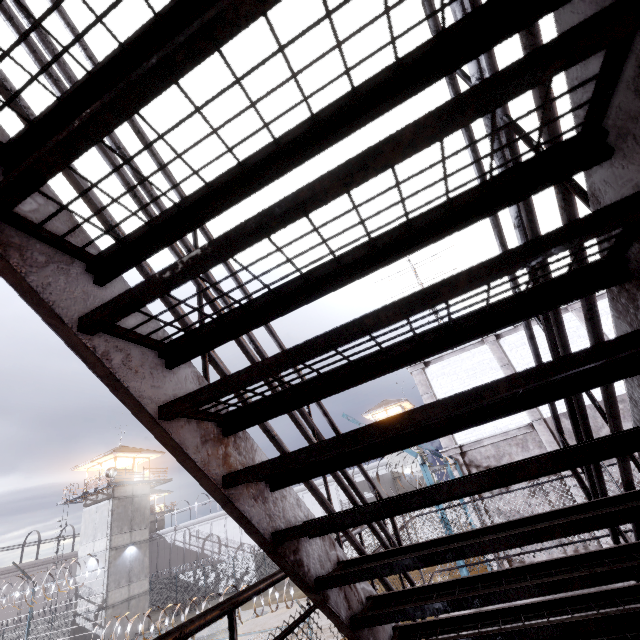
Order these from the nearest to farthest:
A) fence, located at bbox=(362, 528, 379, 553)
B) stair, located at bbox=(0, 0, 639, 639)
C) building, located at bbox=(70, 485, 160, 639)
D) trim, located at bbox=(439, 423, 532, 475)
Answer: stair, located at bbox=(0, 0, 639, 639) < trim, located at bbox=(439, 423, 532, 475) < building, located at bbox=(70, 485, 160, 639) < fence, located at bbox=(362, 528, 379, 553)

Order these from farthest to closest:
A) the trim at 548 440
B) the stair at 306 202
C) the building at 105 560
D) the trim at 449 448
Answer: the building at 105 560, the trim at 449 448, the trim at 548 440, the stair at 306 202

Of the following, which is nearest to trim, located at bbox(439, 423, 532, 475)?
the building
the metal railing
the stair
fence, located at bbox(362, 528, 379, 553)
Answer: fence, located at bbox(362, 528, 379, 553)

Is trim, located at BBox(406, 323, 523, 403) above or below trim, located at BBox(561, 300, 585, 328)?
below

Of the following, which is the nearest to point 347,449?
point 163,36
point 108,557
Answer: point 163,36

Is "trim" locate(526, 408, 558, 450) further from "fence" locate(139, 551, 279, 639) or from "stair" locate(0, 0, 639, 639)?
"stair" locate(0, 0, 639, 639)

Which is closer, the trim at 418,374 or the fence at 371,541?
the trim at 418,374

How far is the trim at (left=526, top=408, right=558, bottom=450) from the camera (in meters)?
10.22
